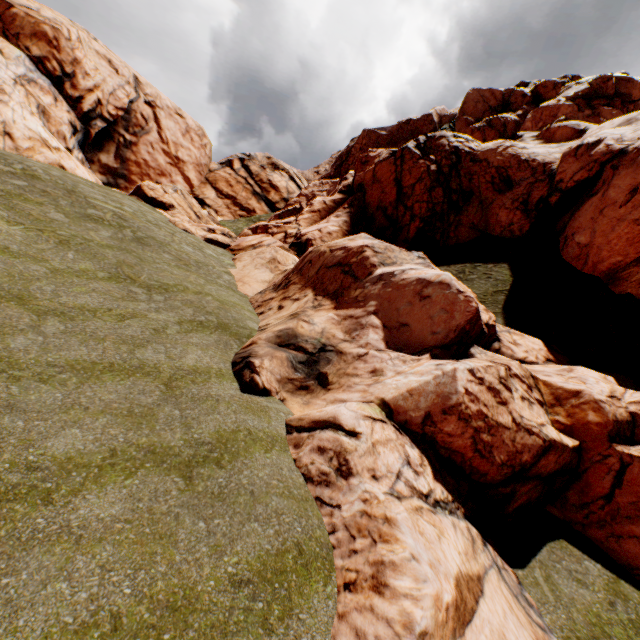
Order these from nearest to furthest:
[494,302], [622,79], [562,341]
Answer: [562,341]
[494,302]
[622,79]
